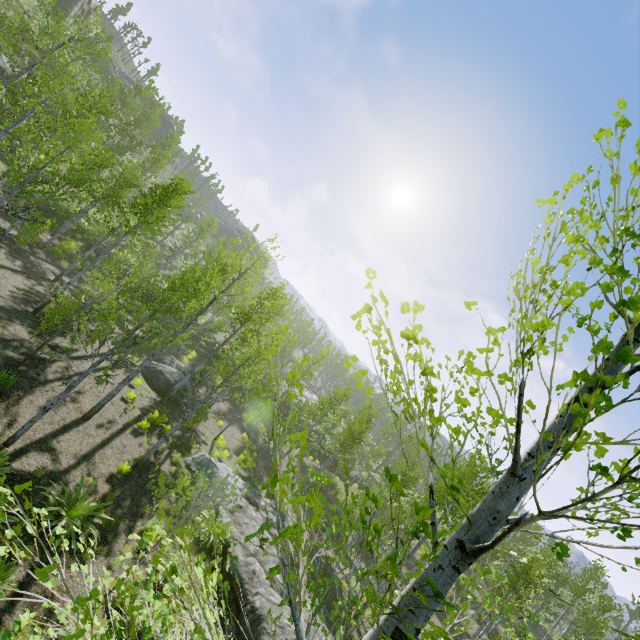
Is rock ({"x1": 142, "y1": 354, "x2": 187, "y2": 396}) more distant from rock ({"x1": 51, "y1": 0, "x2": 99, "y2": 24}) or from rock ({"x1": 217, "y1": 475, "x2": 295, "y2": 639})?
rock ({"x1": 51, "y1": 0, "x2": 99, "y2": 24})

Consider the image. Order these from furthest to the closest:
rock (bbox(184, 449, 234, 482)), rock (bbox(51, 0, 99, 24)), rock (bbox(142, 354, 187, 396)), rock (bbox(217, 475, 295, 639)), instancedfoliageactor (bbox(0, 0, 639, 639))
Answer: rock (bbox(51, 0, 99, 24)) → rock (bbox(142, 354, 187, 396)) → rock (bbox(184, 449, 234, 482)) → rock (bbox(217, 475, 295, 639)) → instancedfoliageactor (bbox(0, 0, 639, 639))

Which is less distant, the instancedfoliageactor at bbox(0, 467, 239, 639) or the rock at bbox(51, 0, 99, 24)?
the instancedfoliageactor at bbox(0, 467, 239, 639)

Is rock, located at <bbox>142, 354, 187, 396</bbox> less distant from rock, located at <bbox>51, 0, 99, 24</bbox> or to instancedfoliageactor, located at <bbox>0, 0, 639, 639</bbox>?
instancedfoliageactor, located at <bbox>0, 0, 639, 639</bbox>

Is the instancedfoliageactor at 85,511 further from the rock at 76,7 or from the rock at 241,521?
the rock at 76,7

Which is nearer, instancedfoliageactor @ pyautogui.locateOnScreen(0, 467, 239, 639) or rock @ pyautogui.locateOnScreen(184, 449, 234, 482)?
instancedfoliageactor @ pyautogui.locateOnScreen(0, 467, 239, 639)

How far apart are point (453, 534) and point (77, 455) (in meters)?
13.12

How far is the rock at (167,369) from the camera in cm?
2095
